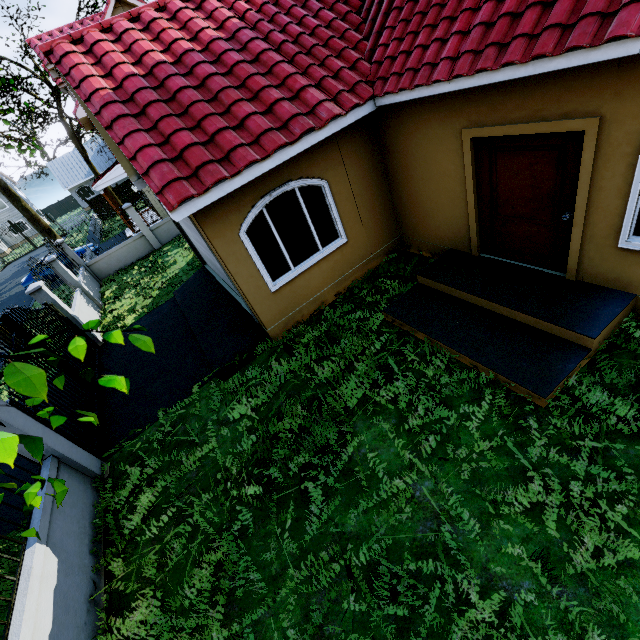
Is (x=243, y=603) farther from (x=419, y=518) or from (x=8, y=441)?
(x=8, y=441)

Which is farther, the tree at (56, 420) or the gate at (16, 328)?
the gate at (16, 328)

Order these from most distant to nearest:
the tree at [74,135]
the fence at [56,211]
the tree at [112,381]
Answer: the fence at [56,211] → the tree at [74,135] → the tree at [112,381]

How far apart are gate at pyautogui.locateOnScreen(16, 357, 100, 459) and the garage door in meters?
4.0

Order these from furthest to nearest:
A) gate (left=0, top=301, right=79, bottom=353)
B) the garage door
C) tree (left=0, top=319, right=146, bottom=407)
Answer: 1. gate (left=0, top=301, right=79, bottom=353)
2. the garage door
3. tree (left=0, top=319, right=146, bottom=407)

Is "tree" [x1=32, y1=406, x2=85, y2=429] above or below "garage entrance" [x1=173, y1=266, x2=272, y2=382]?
above

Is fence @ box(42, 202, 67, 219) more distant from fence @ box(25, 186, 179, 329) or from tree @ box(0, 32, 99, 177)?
tree @ box(0, 32, 99, 177)

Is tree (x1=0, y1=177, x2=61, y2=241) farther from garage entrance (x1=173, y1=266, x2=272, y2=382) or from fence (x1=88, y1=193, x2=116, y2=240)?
garage entrance (x1=173, y1=266, x2=272, y2=382)
